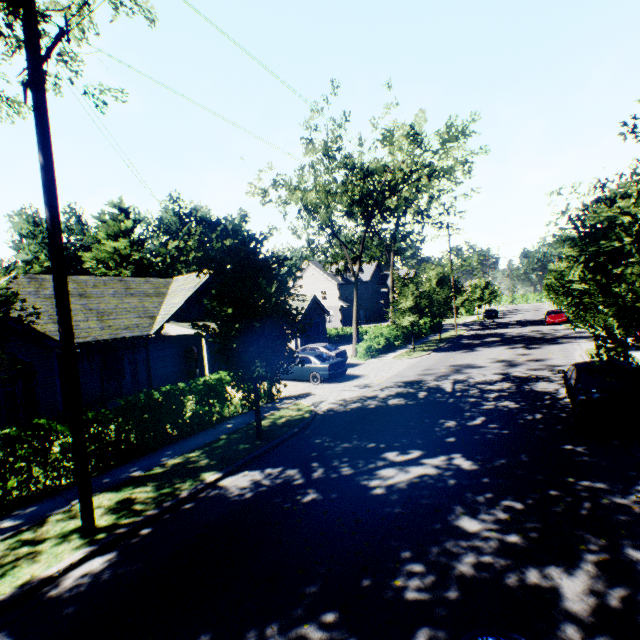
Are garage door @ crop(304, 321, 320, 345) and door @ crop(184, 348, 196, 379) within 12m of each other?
no

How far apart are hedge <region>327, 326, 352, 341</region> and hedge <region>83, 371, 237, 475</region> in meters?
27.1 m

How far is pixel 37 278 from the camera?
19.45m

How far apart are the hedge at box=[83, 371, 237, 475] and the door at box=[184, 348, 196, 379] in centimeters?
1042cm

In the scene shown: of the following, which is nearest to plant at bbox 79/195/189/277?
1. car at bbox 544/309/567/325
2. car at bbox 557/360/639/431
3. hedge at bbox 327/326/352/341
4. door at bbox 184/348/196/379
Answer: hedge at bbox 327/326/352/341

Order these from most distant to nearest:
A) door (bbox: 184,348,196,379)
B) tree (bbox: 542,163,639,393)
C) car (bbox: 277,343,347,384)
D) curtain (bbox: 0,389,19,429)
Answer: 1. door (bbox: 184,348,196,379)
2. car (bbox: 277,343,347,384)
3. curtain (bbox: 0,389,19,429)
4. tree (bbox: 542,163,639,393)

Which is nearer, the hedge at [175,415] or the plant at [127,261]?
the hedge at [175,415]

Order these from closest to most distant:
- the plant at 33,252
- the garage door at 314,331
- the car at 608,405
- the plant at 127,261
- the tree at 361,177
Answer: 1. the car at 608,405
2. the tree at 361,177
3. the garage door at 314,331
4. the plant at 127,261
5. the plant at 33,252
